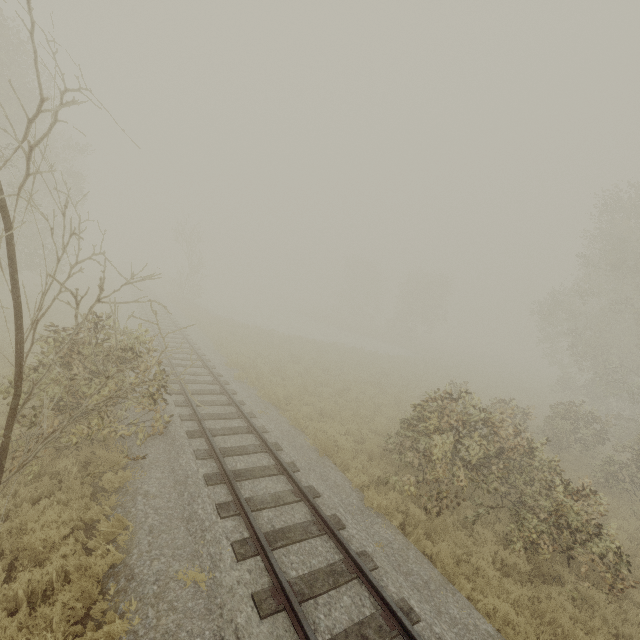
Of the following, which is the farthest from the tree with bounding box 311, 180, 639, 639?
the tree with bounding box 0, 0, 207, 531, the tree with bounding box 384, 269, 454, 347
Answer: the tree with bounding box 384, 269, 454, 347

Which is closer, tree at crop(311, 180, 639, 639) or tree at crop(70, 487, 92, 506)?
tree at crop(70, 487, 92, 506)

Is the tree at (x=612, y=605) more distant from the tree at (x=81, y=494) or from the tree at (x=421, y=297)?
the tree at (x=421, y=297)

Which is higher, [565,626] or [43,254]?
[43,254]

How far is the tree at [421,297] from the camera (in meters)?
45.91

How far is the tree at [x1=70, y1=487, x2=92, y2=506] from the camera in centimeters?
643cm
